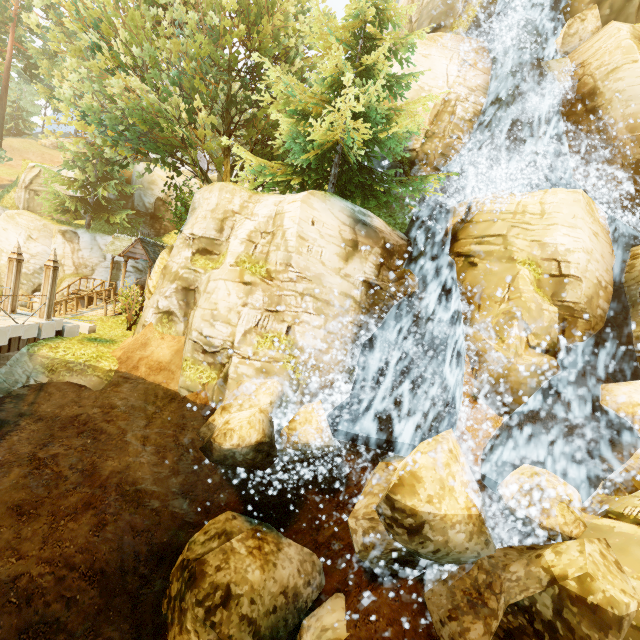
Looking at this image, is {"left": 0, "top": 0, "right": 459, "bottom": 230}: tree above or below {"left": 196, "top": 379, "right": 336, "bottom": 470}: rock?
above

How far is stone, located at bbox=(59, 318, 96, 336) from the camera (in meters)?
13.05

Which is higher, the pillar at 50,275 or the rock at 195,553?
the pillar at 50,275

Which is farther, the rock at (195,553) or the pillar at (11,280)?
the pillar at (11,280)

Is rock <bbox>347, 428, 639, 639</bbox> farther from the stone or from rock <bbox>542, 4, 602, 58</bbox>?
rock <bbox>542, 4, 602, 58</bbox>

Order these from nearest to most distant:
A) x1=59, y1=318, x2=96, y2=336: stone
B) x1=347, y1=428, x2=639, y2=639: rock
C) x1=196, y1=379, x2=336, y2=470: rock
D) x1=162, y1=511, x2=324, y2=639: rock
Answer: x1=347, y1=428, x2=639, y2=639: rock < x1=162, y1=511, x2=324, y2=639: rock < x1=196, y1=379, x2=336, y2=470: rock < x1=59, y1=318, x2=96, y2=336: stone

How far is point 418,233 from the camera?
13.3m

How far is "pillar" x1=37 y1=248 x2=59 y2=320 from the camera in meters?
12.0 m
